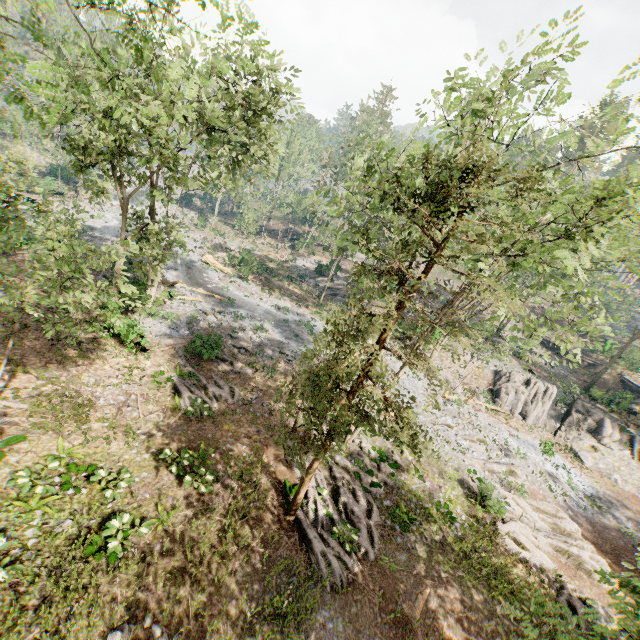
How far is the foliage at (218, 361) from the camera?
19.4 meters

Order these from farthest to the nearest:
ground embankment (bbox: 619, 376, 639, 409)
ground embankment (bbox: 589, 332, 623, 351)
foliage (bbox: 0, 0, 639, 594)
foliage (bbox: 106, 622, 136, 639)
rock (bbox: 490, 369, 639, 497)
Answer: ground embankment (bbox: 589, 332, 623, 351), ground embankment (bbox: 619, 376, 639, 409), rock (bbox: 490, 369, 639, 497), foliage (bbox: 106, 622, 136, 639), foliage (bbox: 0, 0, 639, 594)

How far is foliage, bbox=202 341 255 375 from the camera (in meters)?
19.35

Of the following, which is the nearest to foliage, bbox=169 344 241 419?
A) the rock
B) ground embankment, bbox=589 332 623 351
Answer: the rock

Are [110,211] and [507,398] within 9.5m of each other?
no

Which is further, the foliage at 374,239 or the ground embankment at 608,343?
the ground embankment at 608,343
